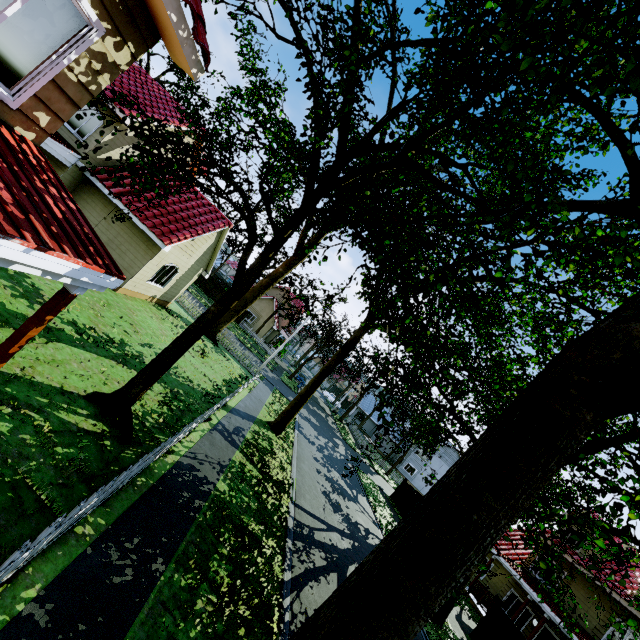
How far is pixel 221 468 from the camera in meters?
10.0

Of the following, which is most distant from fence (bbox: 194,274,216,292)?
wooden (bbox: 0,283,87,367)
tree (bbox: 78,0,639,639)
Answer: wooden (bbox: 0,283,87,367)

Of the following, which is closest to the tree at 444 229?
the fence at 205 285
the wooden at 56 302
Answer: the fence at 205 285

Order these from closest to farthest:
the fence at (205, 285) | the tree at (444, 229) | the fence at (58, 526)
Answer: the tree at (444, 229) < the fence at (58, 526) < the fence at (205, 285)

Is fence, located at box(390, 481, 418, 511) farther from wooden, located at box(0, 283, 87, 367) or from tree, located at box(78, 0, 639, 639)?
wooden, located at box(0, 283, 87, 367)

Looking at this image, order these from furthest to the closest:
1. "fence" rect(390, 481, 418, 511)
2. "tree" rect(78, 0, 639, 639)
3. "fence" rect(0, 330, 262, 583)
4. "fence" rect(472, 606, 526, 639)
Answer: "fence" rect(390, 481, 418, 511) → "fence" rect(472, 606, 526, 639) → "fence" rect(0, 330, 262, 583) → "tree" rect(78, 0, 639, 639)

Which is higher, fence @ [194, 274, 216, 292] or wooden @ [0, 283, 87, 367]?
wooden @ [0, 283, 87, 367]
